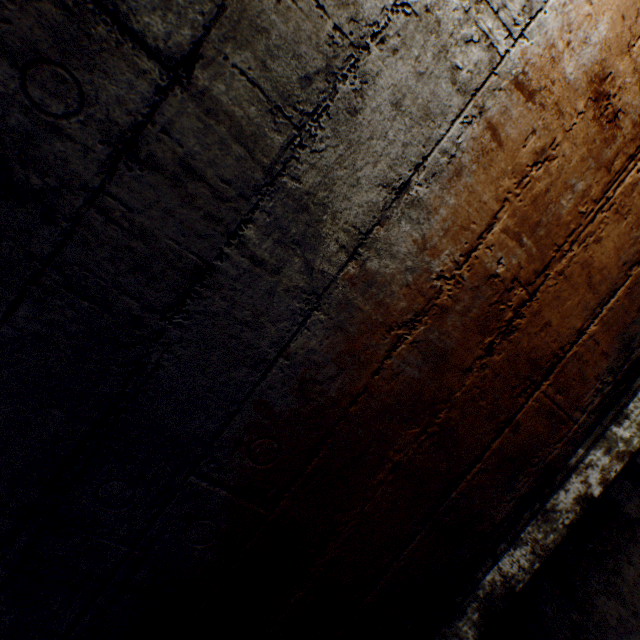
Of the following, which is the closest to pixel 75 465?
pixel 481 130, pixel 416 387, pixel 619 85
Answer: pixel 416 387
